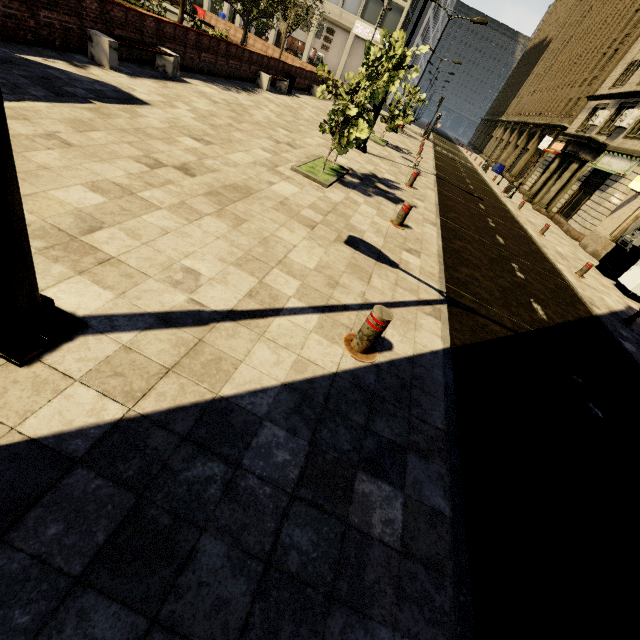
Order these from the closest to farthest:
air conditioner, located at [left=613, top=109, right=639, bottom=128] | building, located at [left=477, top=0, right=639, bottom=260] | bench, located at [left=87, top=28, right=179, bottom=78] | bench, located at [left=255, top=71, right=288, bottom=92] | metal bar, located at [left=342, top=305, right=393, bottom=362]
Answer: metal bar, located at [left=342, top=305, right=393, bottom=362] → bench, located at [left=87, top=28, right=179, bottom=78] → bench, located at [left=255, top=71, right=288, bottom=92] → building, located at [left=477, top=0, right=639, bottom=260] → air conditioner, located at [left=613, top=109, right=639, bottom=128]

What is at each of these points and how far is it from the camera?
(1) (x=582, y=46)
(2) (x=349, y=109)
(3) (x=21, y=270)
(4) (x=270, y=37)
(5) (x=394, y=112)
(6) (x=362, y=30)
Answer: (1) building, 34.91m
(2) tree, 7.37m
(3) street light, 1.95m
(4) building, 42.00m
(5) tree, 16.38m
(6) sign, 38.94m

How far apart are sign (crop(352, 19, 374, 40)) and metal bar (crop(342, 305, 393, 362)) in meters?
49.2

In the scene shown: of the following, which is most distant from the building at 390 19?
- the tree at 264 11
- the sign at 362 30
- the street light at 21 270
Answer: the street light at 21 270

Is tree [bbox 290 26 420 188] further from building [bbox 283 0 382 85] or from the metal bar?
the metal bar

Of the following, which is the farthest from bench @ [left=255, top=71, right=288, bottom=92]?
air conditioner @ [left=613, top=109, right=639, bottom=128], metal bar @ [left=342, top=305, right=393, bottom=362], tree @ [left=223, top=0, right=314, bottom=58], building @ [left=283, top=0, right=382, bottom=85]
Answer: air conditioner @ [left=613, top=109, right=639, bottom=128]

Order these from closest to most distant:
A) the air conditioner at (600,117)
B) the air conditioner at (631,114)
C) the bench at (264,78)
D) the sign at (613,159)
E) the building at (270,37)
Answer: the bench at (264,78) → the sign at (613,159) → the air conditioner at (631,114) → the air conditioner at (600,117) → the building at (270,37)

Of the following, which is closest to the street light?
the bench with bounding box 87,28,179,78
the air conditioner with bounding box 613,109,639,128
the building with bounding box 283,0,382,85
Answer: the bench with bounding box 87,28,179,78
